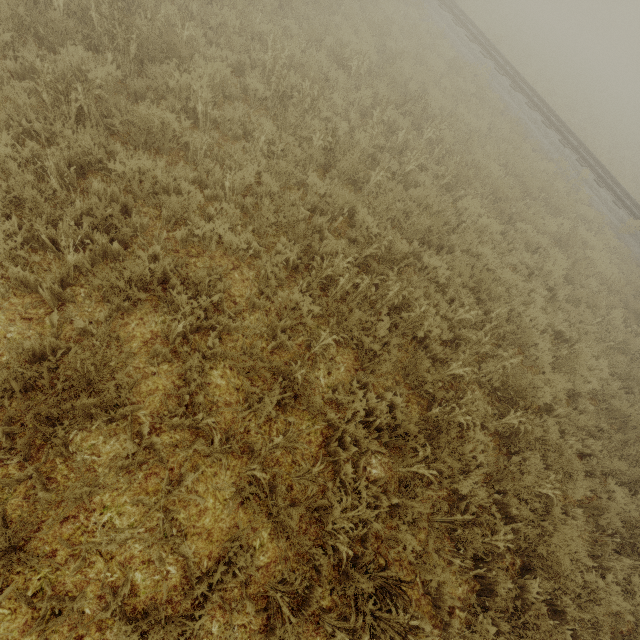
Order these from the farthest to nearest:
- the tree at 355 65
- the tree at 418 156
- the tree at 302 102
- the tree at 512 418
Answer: the tree at 355 65
the tree at 418 156
the tree at 302 102
the tree at 512 418

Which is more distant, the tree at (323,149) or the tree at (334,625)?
the tree at (323,149)

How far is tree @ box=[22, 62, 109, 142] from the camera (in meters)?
3.56

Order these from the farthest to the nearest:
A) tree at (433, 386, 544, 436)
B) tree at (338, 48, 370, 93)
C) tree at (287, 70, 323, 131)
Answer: tree at (338, 48, 370, 93), tree at (287, 70, 323, 131), tree at (433, 386, 544, 436)

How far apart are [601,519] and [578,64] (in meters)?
50.64
